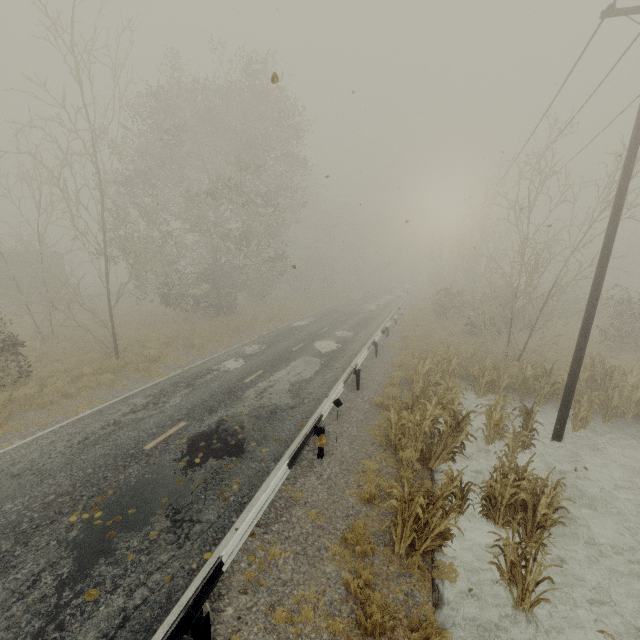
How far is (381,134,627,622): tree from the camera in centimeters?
589cm

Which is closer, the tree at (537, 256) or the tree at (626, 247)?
the tree at (537, 256)

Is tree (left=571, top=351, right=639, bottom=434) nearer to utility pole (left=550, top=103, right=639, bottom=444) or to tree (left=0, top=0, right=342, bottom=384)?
utility pole (left=550, top=103, right=639, bottom=444)

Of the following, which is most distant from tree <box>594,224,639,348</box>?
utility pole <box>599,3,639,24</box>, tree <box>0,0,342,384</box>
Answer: tree <box>0,0,342,384</box>

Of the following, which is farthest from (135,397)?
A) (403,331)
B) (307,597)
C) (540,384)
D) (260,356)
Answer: (403,331)

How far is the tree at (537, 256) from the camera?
5.9m

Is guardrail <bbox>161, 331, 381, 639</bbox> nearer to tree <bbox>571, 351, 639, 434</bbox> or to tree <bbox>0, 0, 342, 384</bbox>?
tree <bbox>571, 351, 639, 434</bbox>
